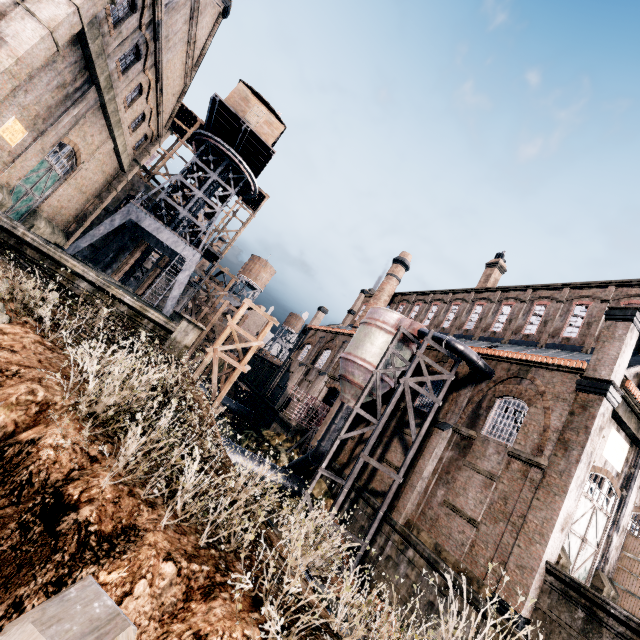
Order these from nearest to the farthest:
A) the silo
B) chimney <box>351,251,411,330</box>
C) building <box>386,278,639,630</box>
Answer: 1. building <box>386,278,639,630</box>
2. the silo
3. chimney <box>351,251,411,330</box>

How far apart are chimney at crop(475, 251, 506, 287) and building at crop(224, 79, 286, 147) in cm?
2560

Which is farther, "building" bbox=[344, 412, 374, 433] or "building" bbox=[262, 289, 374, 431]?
"building" bbox=[262, 289, 374, 431]

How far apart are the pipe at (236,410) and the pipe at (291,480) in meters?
18.4

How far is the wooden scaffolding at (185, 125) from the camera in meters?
39.4 m

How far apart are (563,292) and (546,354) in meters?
7.2

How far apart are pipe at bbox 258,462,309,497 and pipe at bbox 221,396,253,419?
18.43m
